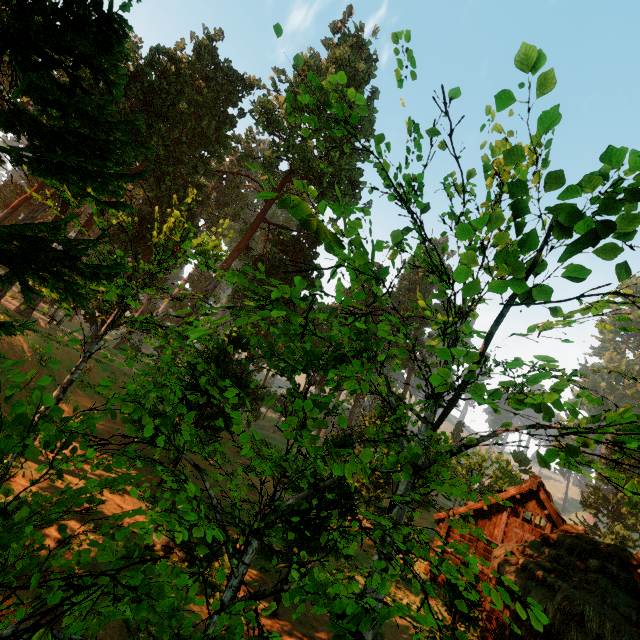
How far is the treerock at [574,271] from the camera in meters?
4.3 m

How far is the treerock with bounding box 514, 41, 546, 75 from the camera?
3.4m

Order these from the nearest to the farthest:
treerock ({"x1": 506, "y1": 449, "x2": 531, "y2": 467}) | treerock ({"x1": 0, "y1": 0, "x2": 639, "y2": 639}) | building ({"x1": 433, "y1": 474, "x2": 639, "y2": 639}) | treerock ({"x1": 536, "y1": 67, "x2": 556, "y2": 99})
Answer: treerock ({"x1": 0, "y1": 0, "x2": 639, "y2": 639}), treerock ({"x1": 536, "y1": 67, "x2": 556, "y2": 99}), building ({"x1": 433, "y1": 474, "x2": 639, "y2": 639}), treerock ({"x1": 506, "y1": 449, "x2": 531, "y2": 467})

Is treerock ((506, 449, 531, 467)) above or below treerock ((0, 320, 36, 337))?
above

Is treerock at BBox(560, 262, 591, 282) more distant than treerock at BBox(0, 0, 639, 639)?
Yes

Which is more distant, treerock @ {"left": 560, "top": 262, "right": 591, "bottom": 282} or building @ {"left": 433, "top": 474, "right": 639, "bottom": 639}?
building @ {"left": 433, "top": 474, "right": 639, "bottom": 639}

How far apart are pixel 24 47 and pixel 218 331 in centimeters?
1053cm

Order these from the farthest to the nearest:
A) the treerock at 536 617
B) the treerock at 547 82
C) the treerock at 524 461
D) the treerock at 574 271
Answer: the treerock at 524 461 → the treerock at 574 271 → the treerock at 547 82 → the treerock at 536 617
